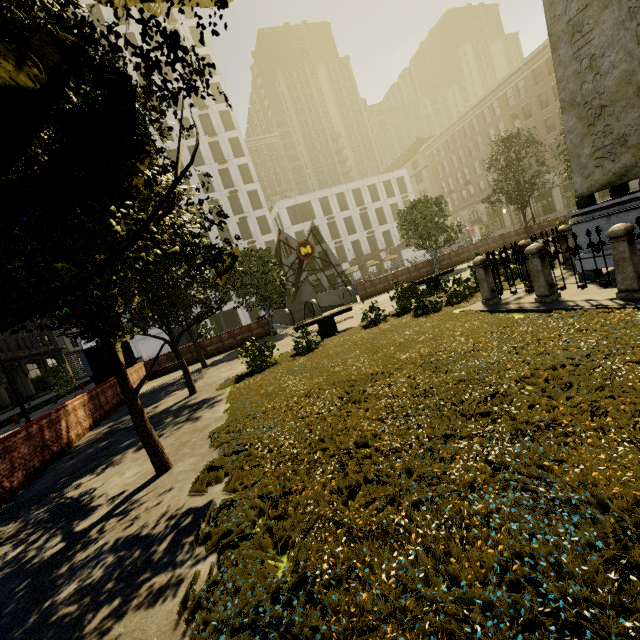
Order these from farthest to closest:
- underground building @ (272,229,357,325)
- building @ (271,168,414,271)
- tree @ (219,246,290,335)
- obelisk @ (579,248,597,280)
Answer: building @ (271,168,414,271)
underground building @ (272,229,357,325)
tree @ (219,246,290,335)
obelisk @ (579,248,597,280)

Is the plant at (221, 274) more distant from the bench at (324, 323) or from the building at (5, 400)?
the building at (5, 400)

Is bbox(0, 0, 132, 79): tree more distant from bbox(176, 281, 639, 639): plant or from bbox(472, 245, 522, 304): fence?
bbox(472, 245, 522, 304): fence

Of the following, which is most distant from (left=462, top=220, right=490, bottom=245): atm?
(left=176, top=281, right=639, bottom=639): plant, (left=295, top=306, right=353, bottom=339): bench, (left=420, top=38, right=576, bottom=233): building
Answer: (left=295, top=306, right=353, bottom=339): bench

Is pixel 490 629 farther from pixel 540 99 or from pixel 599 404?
pixel 540 99

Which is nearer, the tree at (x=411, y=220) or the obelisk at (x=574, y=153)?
the obelisk at (x=574, y=153)

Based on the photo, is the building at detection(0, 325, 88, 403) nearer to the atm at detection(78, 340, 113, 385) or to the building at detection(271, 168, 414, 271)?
the building at detection(271, 168, 414, 271)

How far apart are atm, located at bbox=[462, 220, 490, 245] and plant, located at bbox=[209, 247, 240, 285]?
57.34m
